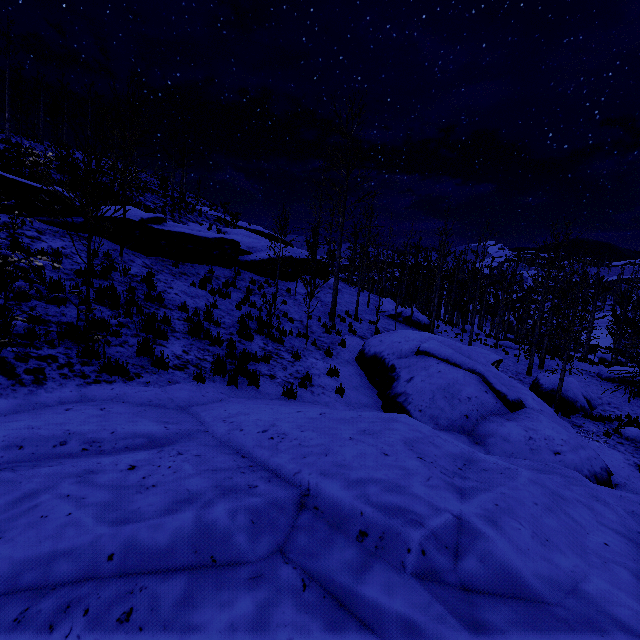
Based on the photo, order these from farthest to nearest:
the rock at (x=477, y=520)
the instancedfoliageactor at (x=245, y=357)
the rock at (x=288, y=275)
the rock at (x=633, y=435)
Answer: the rock at (x=288, y=275) < the rock at (x=633, y=435) < the instancedfoliageactor at (x=245, y=357) < the rock at (x=477, y=520)

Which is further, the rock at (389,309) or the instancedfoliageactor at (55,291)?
the rock at (389,309)

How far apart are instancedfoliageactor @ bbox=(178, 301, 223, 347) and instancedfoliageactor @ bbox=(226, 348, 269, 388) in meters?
0.5

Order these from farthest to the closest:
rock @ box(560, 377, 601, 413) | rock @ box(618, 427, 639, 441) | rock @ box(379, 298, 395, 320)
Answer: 1. rock @ box(379, 298, 395, 320)
2. rock @ box(560, 377, 601, 413)
3. rock @ box(618, 427, 639, 441)

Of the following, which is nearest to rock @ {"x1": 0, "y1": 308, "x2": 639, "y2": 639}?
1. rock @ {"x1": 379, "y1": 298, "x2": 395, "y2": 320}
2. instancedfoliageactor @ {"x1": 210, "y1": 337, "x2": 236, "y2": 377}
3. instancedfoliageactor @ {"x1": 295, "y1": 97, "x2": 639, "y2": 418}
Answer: instancedfoliageactor @ {"x1": 210, "y1": 337, "x2": 236, "y2": 377}

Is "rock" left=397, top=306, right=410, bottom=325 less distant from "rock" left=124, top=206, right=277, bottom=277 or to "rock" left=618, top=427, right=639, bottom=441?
"rock" left=618, top=427, right=639, bottom=441

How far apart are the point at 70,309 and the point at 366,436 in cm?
726
